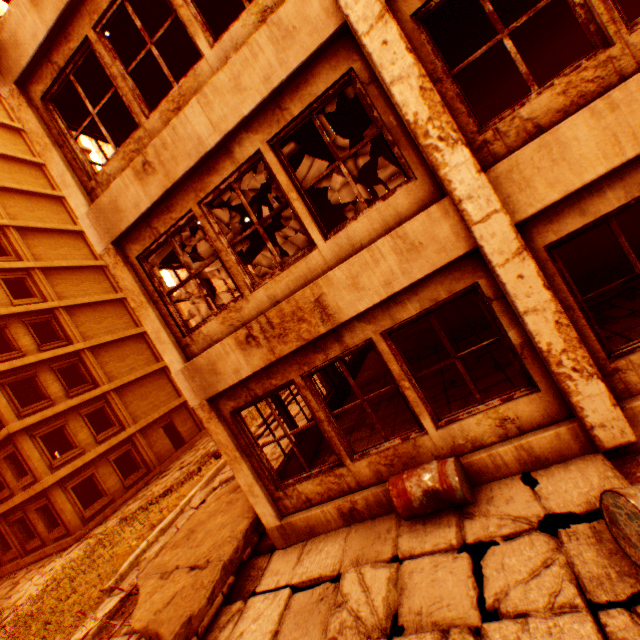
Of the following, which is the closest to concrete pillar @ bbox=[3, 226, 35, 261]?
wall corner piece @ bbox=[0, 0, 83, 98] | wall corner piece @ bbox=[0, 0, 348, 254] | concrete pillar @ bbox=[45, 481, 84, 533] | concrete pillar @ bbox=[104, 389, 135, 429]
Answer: wall corner piece @ bbox=[0, 0, 83, 98]

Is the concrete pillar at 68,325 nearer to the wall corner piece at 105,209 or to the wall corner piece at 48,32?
the wall corner piece at 48,32

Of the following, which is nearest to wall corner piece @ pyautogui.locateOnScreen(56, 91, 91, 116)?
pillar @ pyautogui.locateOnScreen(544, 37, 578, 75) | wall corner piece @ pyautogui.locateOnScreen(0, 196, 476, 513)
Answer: wall corner piece @ pyautogui.locateOnScreen(0, 196, 476, 513)

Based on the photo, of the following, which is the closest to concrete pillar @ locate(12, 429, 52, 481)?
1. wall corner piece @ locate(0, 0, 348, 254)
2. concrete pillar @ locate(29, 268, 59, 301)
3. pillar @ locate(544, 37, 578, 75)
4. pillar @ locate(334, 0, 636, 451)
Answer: concrete pillar @ locate(29, 268, 59, 301)

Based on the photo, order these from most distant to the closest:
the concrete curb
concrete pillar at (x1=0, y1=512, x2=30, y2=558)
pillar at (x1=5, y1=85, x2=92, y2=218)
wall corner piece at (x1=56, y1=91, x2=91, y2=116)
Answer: concrete pillar at (x1=0, y1=512, x2=30, y2=558) → the concrete curb → wall corner piece at (x1=56, y1=91, x2=91, y2=116) → pillar at (x1=5, y1=85, x2=92, y2=218)

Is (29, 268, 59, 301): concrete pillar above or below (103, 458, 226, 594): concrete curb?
above

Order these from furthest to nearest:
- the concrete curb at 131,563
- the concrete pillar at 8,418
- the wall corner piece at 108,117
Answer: the concrete pillar at 8,418, the concrete curb at 131,563, the wall corner piece at 108,117

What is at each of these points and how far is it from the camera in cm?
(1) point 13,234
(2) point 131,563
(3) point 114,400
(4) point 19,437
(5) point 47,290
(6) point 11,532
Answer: (1) concrete pillar, 2022
(2) concrete curb, 786
(3) concrete pillar, 2044
(4) concrete pillar, 1580
(5) concrete pillar, 2030
(6) concrete pillar, 1739
